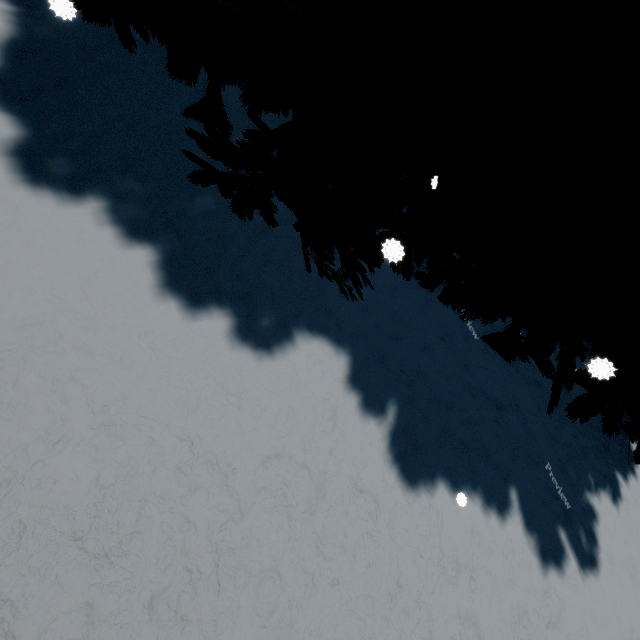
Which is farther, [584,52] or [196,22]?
[584,52]
